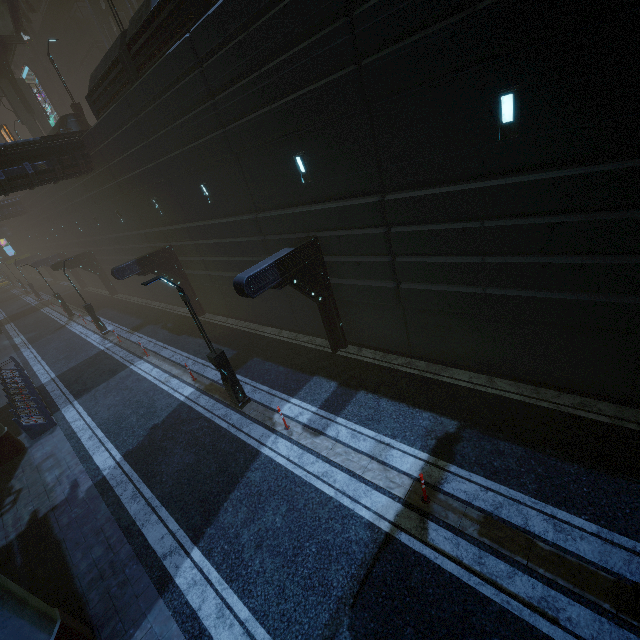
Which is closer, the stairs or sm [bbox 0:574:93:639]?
sm [bbox 0:574:93:639]

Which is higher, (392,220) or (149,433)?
(392,220)

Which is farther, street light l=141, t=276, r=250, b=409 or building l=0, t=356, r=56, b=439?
building l=0, t=356, r=56, b=439

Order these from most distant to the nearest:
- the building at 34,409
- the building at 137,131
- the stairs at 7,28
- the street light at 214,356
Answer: the stairs at 7,28 < the building at 34,409 < the street light at 214,356 < the building at 137,131

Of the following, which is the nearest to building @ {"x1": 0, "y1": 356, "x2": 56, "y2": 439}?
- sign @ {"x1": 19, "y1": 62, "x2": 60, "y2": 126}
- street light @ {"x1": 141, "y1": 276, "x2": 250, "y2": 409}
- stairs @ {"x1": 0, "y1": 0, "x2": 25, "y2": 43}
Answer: sign @ {"x1": 19, "y1": 62, "x2": 60, "y2": 126}

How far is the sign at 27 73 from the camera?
42.59m

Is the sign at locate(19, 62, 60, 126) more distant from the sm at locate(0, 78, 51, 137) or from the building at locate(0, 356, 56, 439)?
the sm at locate(0, 78, 51, 137)

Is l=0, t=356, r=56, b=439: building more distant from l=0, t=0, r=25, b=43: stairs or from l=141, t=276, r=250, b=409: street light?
l=0, t=0, r=25, b=43: stairs
